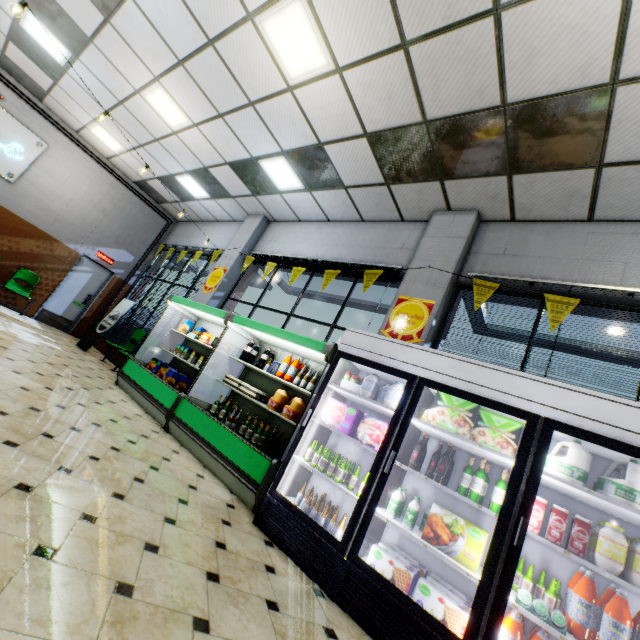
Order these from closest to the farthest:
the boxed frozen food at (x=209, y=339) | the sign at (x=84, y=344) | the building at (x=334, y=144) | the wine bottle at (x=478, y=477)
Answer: the wine bottle at (x=478, y=477), the building at (x=334, y=144), the boxed frozen food at (x=209, y=339), the sign at (x=84, y=344)

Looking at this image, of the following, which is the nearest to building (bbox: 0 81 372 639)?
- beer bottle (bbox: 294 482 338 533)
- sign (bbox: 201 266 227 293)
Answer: sign (bbox: 201 266 227 293)

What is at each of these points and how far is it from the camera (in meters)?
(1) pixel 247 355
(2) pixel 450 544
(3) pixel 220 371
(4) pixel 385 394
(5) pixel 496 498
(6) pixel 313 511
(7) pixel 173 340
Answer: (1) soda bottle, 5.39
(2) boxed frozen food, 2.50
(3) meat chub, 5.64
(4) yogurt container, 3.31
(5) wine bottle, 2.55
(6) beer bottle, 3.09
(7) building, 7.35

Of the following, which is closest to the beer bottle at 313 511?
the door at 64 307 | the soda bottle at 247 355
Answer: the soda bottle at 247 355

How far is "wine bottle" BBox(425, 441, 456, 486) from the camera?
2.7 meters

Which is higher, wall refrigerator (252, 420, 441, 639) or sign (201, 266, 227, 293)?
sign (201, 266, 227, 293)

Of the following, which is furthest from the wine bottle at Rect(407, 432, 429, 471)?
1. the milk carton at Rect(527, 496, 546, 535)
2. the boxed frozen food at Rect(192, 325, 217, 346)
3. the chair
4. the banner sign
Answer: the chair

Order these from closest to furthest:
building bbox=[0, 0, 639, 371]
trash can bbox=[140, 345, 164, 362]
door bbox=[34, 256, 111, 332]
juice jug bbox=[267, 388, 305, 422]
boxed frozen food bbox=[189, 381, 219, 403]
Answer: building bbox=[0, 0, 639, 371] → juice jug bbox=[267, 388, 305, 422] → boxed frozen food bbox=[189, 381, 219, 403] → trash can bbox=[140, 345, 164, 362] → door bbox=[34, 256, 111, 332]
